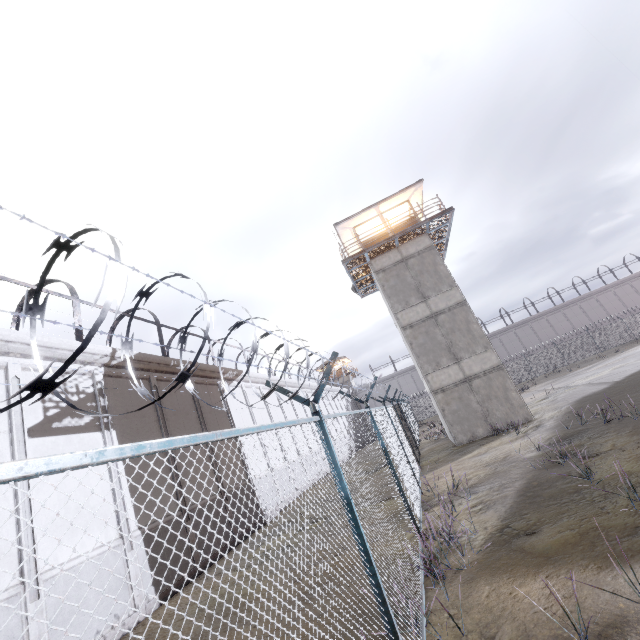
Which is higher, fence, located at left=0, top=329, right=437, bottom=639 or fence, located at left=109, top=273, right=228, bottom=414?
fence, located at left=109, top=273, right=228, bottom=414

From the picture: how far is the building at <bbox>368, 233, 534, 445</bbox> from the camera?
16.8m

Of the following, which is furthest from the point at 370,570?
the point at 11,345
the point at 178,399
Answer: the point at 178,399

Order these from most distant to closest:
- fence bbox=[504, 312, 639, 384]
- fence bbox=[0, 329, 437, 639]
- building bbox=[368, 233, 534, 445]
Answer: fence bbox=[504, 312, 639, 384] < building bbox=[368, 233, 534, 445] < fence bbox=[0, 329, 437, 639]

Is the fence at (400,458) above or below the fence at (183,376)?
below
